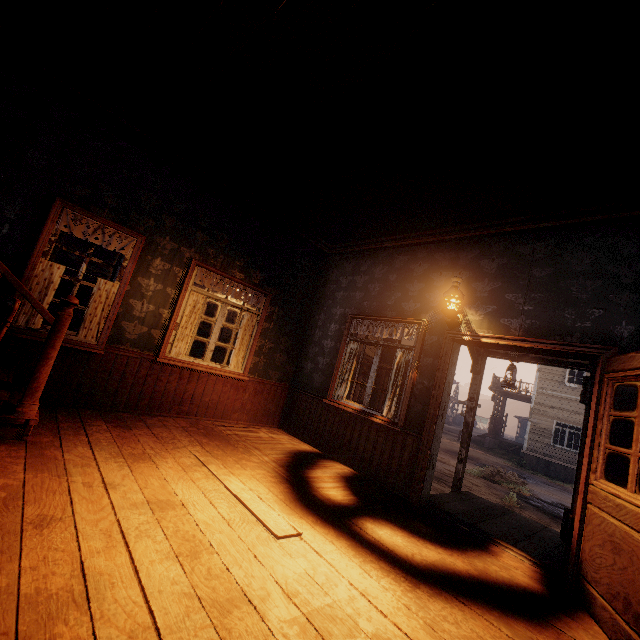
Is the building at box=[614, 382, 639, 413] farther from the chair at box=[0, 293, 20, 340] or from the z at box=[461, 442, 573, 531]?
the chair at box=[0, 293, 20, 340]

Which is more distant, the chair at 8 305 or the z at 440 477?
the z at 440 477

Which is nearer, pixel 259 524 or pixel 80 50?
pixel 259 524

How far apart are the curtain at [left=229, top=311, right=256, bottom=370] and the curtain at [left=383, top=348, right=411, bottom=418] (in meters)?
2.58

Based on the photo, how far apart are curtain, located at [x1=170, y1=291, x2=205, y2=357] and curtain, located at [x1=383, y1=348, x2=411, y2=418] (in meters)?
3.19

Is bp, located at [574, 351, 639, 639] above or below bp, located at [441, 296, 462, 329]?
below

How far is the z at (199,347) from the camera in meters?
33.2

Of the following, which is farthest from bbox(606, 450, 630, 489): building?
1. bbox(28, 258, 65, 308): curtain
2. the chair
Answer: the chair
